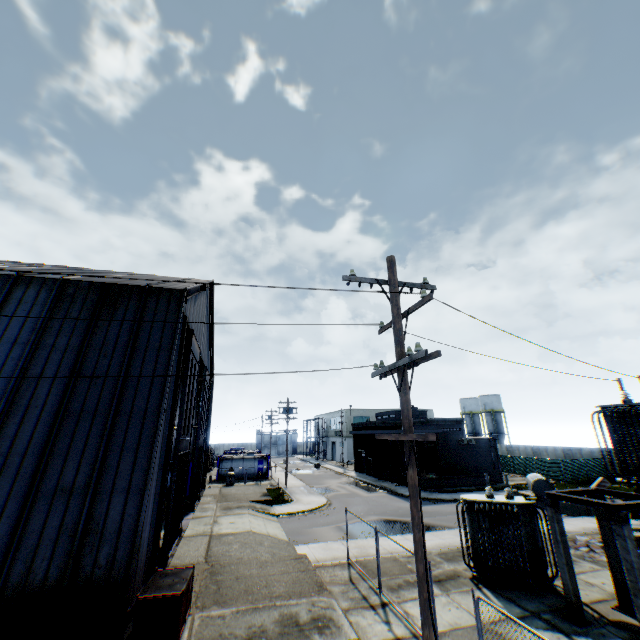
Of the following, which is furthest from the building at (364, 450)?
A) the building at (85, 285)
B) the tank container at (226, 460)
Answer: the building at (85, 285)

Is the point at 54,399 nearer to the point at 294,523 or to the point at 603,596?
the point at 294,523

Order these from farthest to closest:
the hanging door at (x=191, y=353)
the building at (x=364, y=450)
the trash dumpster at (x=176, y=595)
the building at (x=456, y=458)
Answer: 1. the building at (x=364, y=450)
2. the building at (x=456, y=458)
3. the hanging door at (x=191, y=353)
4. the trash dumpster at (x=176, y=595)

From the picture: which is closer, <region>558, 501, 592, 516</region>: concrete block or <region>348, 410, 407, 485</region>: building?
<region>558, 501, 592, 516</region>: concrete block

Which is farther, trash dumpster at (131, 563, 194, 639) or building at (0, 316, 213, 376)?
building at (0, 316, 213, 376)

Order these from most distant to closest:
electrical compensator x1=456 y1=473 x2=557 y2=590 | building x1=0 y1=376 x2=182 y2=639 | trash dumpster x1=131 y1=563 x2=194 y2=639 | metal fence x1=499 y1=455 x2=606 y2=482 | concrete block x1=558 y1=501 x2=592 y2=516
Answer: metal fence x1=499 y1=455 x2=606 y2=482
concrete block x1=558 y1=501 x2=592 y2=516
electrical compensator x1=456 y1=473 x2=557 y2=590
trash dumpster x1=131 y1=563 x2=194 y2=639
building x1=0 y1=376 x2=182 y2=639

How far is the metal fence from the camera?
37.16m

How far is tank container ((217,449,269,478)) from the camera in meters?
42.9
